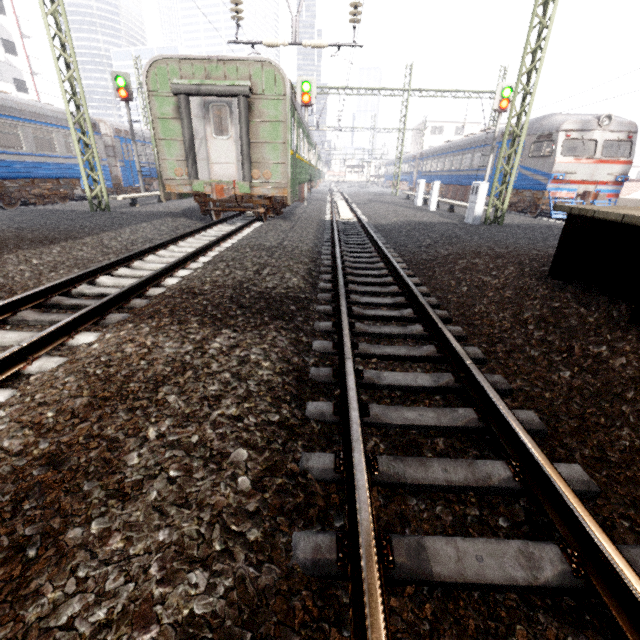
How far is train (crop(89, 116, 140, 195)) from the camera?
17.1m

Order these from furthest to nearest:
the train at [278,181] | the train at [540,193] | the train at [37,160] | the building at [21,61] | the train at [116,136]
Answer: the building at [21,61] < the train at [116,136] < the train at [540,193] < the train at [37,160] < the train at [278,181]

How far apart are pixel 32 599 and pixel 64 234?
9.06m

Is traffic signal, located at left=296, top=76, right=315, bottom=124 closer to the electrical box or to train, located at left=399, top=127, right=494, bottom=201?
the electrical box

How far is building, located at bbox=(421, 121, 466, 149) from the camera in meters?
54.4

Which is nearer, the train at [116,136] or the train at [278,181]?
the train at [278,181]

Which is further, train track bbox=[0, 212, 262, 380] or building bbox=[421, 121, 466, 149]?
building bbox=[421, 121, 466, 149]

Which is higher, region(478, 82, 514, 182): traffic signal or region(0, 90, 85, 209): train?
region(478, 82, 514, 182): traffic signal
